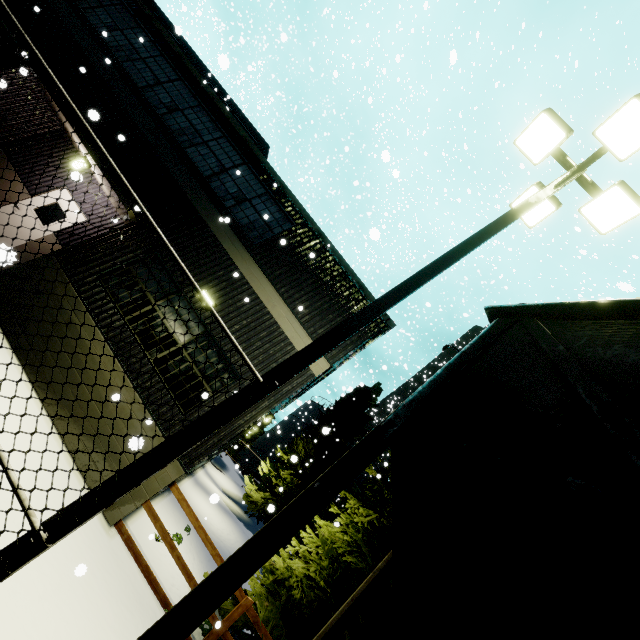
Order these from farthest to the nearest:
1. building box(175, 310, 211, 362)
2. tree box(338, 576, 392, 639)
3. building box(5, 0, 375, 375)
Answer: building box(5, 0, 375, 375), building box(175, 310, 211, 362), tree box(338, 576, 392, 639)

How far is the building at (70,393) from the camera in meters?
6.6

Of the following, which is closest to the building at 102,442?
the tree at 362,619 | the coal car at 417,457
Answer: A: the coal car at 417,457

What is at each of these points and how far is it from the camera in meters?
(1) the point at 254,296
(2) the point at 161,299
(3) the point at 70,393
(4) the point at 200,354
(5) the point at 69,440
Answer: (1) building, 8.4 m
(2) building, 7.9 m
(3) building, 6.7 m
(4) building, 7.7 m
(5) building, 6.4 m

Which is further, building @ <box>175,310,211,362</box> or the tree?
building @ <box>175,310,211,362</box>

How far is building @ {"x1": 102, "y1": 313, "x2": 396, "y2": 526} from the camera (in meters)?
6.31
